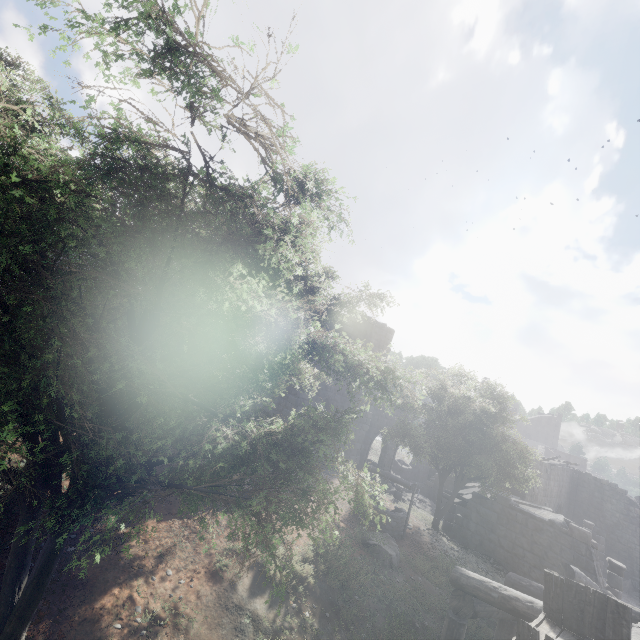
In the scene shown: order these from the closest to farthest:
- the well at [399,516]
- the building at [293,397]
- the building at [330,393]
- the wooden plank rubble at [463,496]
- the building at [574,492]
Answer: the building at [574,492] < the well at [399,516] < the wooden plank rubble at [463,496] < the building at [293,397] < the building at [330,393]

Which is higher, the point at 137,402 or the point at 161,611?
the point at 137,402

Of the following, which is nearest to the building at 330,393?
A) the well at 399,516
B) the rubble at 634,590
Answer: the rubble at 634,590

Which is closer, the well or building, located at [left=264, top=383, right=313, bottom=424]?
the well

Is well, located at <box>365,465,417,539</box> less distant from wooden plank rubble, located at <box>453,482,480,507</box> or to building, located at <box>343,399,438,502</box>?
building, located at <box>343,399,438,502</box>

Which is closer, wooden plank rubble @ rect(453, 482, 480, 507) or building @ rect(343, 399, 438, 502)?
wooden plank rubble @ rect(453, 482, 480, 507)

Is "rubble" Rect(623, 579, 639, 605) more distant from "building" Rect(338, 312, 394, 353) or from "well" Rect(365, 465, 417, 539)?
"well" Rect(365, 465, 417, 539)
